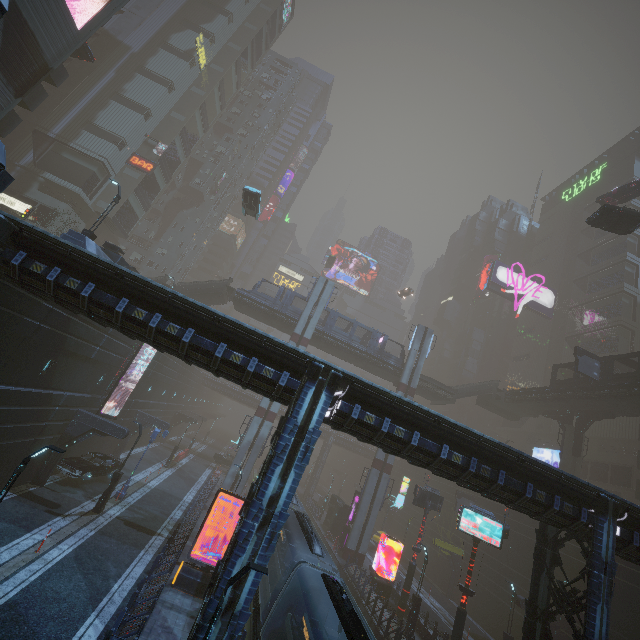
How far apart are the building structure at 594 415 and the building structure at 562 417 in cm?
68

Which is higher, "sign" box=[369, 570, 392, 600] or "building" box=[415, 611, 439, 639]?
"sign" box=[369, 570, 392, 600]

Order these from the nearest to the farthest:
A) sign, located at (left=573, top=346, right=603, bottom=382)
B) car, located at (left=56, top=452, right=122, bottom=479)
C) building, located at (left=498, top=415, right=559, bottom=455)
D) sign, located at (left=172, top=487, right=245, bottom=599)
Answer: sign, located at (left=172, top=487, right=245, bottom=599) → car, located at (left=56, top=452, right=122, bottom=479) → sign, located at (left=573, top=346, right=603, bottom=382) → building, located at (left=498, top=415, right=559, bottom=455)

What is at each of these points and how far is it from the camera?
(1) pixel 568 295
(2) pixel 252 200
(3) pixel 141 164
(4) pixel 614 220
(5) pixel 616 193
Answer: (1) building, 59.2m
(2) car, 29.4m
(3) sign, 44.6m
(4) grey, 23.8m
(5) car, 33.1m

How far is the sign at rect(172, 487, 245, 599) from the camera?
16.4m

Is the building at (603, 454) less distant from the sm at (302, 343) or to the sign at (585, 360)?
the sm at (302, 343)

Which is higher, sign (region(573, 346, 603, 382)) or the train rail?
sign (region(573, 346, 603, 382))

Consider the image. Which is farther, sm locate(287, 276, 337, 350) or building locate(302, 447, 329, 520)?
building locate(302, 447, 329, 520)
